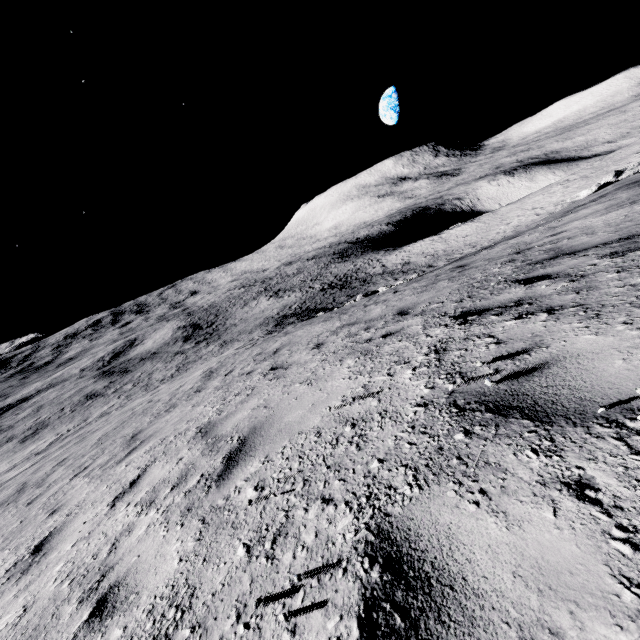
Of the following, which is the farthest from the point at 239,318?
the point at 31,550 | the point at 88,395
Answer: the point at 31,550
